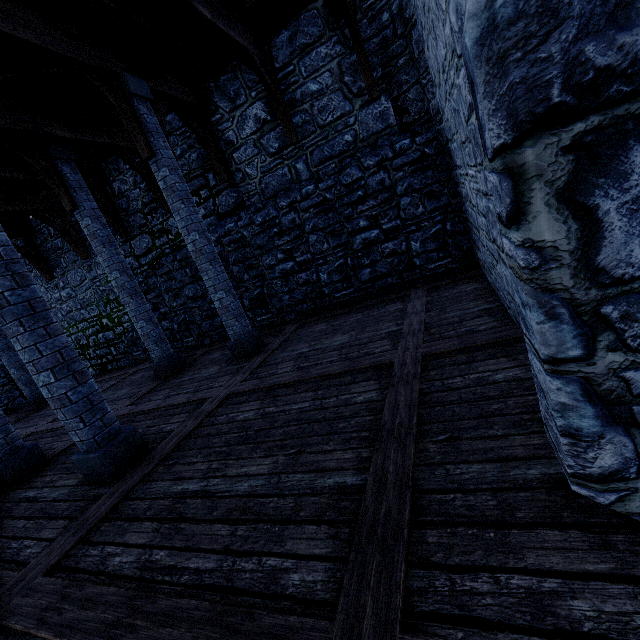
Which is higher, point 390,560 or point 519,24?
point 519,24

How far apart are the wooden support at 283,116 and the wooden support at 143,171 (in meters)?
3.85

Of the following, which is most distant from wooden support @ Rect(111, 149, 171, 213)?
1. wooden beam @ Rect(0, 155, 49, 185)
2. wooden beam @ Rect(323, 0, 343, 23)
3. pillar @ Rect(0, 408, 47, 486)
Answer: wooden beam @ Rect(323, 0, 343, 23)

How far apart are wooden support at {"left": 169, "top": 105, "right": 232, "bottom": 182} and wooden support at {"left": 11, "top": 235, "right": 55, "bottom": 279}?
8.06m

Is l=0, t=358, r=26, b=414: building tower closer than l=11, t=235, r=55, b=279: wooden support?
No

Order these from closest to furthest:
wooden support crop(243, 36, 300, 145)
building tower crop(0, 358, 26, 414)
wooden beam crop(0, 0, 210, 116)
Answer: wooden beam crop(0, 0, 210, 116) < wooden support crop(243, 36, 300, 145) < building tower crop(0, 358, 26, 414)

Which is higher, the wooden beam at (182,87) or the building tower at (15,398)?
the wooden beam at (182,87)

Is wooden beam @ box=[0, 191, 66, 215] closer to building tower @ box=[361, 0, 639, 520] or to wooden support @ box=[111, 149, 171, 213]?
building tower @ box=[361, 0, 639, 520]
